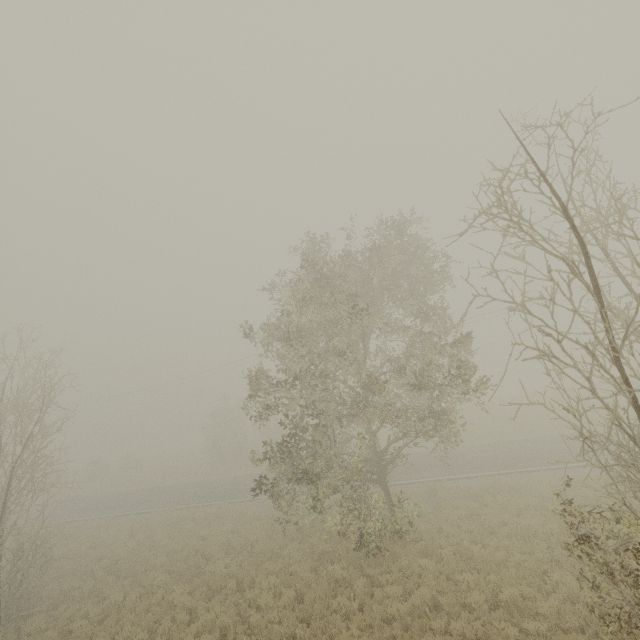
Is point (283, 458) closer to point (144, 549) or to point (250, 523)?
point (250, 523)
